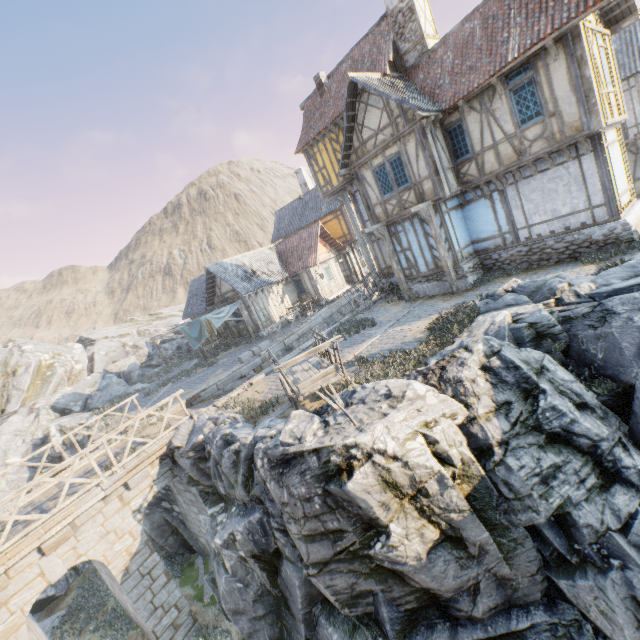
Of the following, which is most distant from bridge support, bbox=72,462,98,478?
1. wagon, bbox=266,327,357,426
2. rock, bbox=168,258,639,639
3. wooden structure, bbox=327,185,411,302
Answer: wooden structure, bbox=327,185,411,302

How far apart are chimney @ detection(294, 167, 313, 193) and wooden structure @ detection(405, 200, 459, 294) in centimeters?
2018cm

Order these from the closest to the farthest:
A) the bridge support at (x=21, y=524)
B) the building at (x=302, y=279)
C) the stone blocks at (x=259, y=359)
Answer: the bridge support at (x=21, y=524)
the stone blocks at (x=259, y=359)
the building at (x=302, y=279)

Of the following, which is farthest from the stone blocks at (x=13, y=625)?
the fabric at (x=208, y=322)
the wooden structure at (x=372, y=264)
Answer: the wooden structure at (x=372, y=264)

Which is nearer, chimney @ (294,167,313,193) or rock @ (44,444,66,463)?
rock @ (44,444,66,463)

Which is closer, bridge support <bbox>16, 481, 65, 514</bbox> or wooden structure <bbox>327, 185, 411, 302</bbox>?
bridge support <bbox>16, 481, 65, 514</bbox>

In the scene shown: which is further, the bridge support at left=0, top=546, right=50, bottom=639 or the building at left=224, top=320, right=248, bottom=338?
the building at left=224, top=320, right=248, bottom=338

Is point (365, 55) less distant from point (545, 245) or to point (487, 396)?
point (545, 245)
